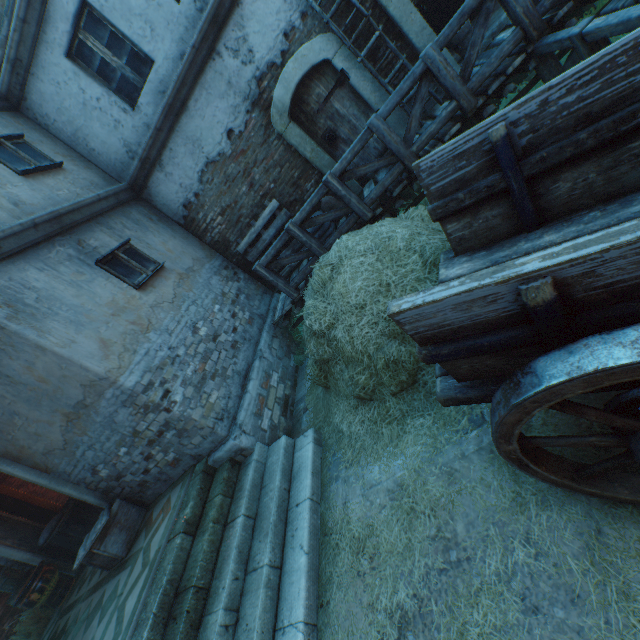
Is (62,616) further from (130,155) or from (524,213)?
(524,213)

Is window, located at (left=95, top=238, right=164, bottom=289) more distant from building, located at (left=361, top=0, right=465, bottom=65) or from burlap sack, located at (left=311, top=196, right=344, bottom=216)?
burlap sack, located at (left=311, top=196, right=344, bottom=216)

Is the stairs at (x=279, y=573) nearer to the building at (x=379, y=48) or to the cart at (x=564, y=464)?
the building at (x=379, y=48)

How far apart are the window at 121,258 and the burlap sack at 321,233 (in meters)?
2.98

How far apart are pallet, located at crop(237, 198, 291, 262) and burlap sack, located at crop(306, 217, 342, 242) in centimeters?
2cm

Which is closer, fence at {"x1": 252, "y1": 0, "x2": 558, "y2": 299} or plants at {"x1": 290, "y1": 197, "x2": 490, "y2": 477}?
plants at {"x1": 290, "y1": 197, "x2": 490, "y2": 477}

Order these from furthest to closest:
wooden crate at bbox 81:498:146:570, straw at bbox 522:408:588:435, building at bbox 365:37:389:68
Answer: building at bbox 365:37:389:68, wooden crate at bbox 81:498:146:570, straw at bbox 522:408:588:435

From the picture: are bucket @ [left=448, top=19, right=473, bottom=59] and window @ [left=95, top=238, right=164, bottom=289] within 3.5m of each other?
no
